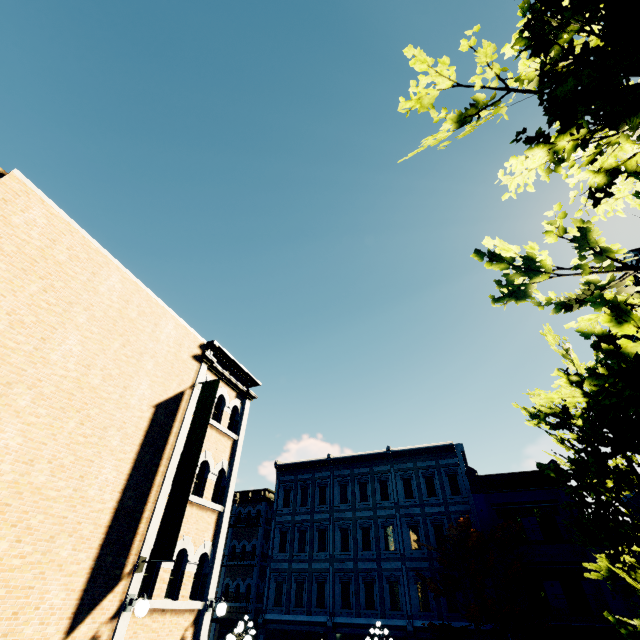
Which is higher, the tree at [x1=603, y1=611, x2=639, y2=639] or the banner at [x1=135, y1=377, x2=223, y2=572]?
the banner at [x1=135, y1=377, x2=223, y2=572]

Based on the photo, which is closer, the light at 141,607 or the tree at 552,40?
the tree at 552,40

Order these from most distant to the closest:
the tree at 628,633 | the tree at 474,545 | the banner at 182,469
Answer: the tree at 474,545 → the banner at 182,469 → the tree at 628,633

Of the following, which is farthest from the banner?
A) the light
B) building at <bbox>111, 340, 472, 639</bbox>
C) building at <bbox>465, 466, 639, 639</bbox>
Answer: building at <bbox>465, 466, 639, 639</bbox>

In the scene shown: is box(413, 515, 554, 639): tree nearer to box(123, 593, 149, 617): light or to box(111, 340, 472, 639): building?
box(111, 340, 472, 639): building

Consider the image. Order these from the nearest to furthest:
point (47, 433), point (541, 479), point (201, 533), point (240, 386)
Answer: point (47, 433), point (201, 533), point (240, 386), point (541, 479)

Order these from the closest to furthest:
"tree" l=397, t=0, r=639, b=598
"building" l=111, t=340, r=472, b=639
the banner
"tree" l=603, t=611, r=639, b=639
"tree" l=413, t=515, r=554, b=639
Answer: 1. "tree" l=397, t=0, r=639, b=598
2. "tree" l=603, t=611, r=639, b=639
3. the banner
4. "building" l=111, t=340, r=472, b=639
5. "tree" l=413, t=515, r=554, b=639

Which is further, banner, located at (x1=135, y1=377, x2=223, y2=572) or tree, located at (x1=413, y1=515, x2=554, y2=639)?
tree, located at (x1=413, y1=515, x2=554, y2=639)
